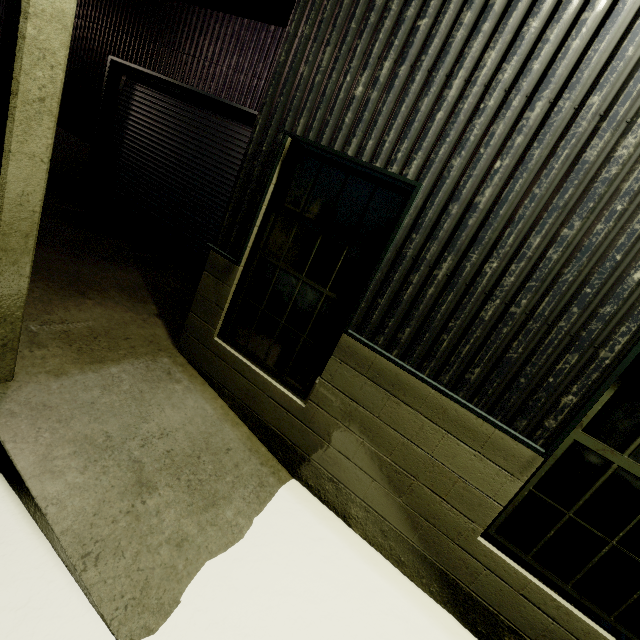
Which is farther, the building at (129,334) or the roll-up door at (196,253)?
the roll-up door at (196,253)

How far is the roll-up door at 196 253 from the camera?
6.6 meters

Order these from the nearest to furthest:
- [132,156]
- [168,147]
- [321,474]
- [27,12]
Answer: [27,12] < [321,474] < [168,147] < [132,156]

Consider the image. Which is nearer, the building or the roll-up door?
the building

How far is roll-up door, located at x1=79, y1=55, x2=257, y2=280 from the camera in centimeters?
661cm
